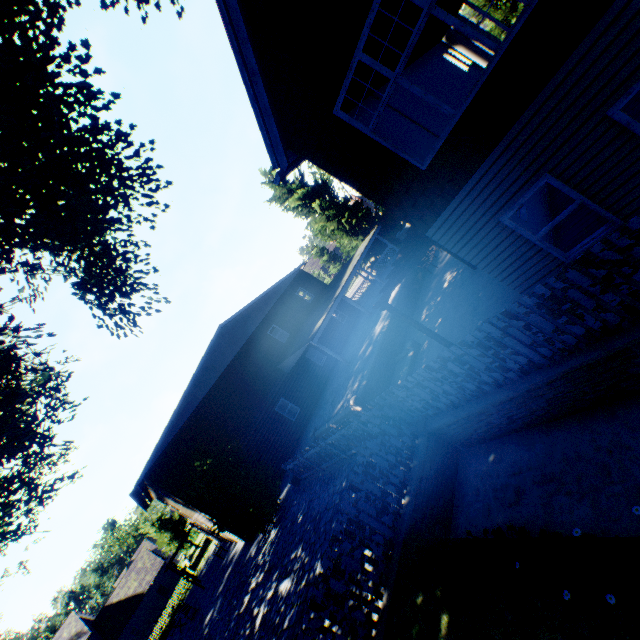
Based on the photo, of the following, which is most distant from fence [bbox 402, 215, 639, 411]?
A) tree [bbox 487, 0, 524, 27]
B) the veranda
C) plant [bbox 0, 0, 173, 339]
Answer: tree [bbox 487, 0, 524, 27]

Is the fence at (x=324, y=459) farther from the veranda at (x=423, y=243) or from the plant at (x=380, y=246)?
the veranda at (x=423, y=243)

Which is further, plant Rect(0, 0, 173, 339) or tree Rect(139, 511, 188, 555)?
tree Rect(139, 511, 188, 555)

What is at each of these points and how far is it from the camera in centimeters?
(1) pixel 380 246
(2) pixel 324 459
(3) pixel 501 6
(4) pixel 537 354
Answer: (1) plant, 3017cm
(2) fence, 1209cm
(3) tree, 3164cm
(4) fence, 503cm

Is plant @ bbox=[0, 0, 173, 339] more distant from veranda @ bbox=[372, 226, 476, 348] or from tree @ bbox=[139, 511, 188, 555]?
veranda @ bbox=[372, 226, 476, 348]

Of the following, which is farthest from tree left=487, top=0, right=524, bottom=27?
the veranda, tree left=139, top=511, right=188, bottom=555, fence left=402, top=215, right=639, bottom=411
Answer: fence left=402, top=215, right=639, bottom=411

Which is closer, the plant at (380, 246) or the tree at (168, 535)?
the plant at (380, 246)

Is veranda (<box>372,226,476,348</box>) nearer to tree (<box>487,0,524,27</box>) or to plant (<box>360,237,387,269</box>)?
plant (<box>360,237,387,269</box>)
